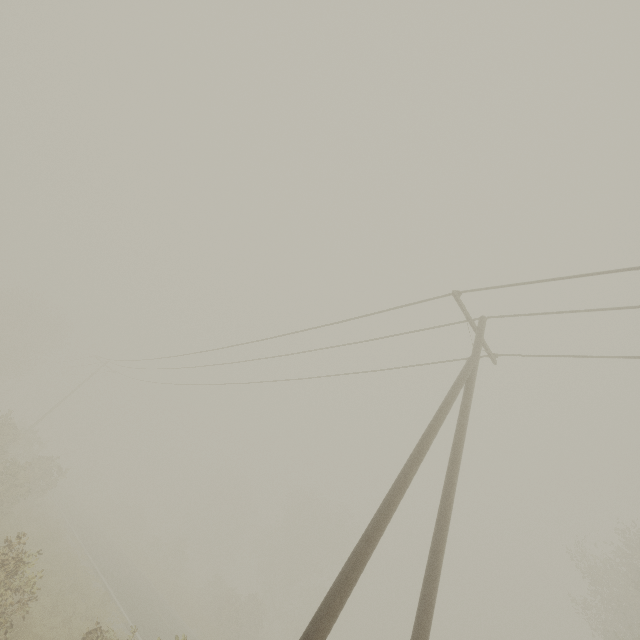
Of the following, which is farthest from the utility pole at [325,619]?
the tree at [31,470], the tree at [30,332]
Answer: the tree at [30,332]

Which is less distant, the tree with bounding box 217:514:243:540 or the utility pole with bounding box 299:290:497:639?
the utility pole with bounding box 299:290:497:639

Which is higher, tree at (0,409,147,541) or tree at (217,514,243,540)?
tree at (217,514,243,540)

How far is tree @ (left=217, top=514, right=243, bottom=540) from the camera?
58.0 meters

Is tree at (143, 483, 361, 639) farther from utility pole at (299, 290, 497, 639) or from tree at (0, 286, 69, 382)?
utility pole at (299, 290, 497, 639)

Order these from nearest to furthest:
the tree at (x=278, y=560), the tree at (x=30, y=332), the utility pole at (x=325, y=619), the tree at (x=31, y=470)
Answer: A: the utility pole at (x=325, y=619) < the tree at (x=31, y=470) < the tree at (x=278, y=560) < the tree at (x=30, y=332)

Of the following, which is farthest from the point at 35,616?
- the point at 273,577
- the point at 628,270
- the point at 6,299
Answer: the point at 6,299
